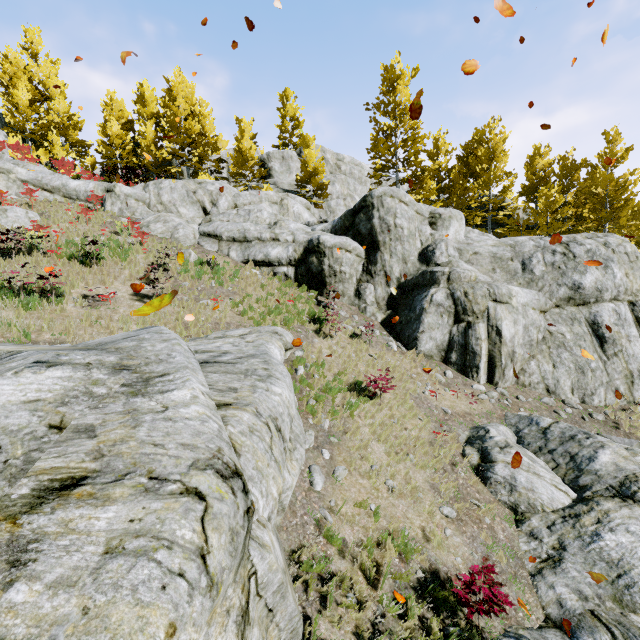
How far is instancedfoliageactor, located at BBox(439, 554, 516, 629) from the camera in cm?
513

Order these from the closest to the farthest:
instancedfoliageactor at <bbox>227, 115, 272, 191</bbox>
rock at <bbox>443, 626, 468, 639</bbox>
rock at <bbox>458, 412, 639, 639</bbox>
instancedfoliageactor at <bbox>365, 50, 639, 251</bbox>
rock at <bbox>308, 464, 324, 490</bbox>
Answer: rock at <bbox>443, 626, 468, 639</bbox> < rock at <bbox>458, 412, 639, 639</bbox> < rock at <bbox>308, 464, 324, 490</bbox> < instancedfoliageactor at <bbox>365, 50, 639, 251</bbox> < instancedfoliageactor at <bbox>227, 115, 272, 191</bbox>

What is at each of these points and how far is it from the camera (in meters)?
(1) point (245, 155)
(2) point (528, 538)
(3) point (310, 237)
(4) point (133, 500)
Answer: (1) instancedfoliageactor, 27.20
(2) rock, 7.47
(3) rock, 17.30
(4) rock, 1.98

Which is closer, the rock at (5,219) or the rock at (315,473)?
the rock at (315,473)

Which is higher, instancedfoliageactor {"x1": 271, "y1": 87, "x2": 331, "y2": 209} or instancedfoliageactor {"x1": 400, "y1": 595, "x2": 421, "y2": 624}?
instancedfoliageactor {"x1": 271, "y1": 87, "x2": 331, "y2": 209}

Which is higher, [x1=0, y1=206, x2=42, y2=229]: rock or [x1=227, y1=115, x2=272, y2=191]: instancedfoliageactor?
[x1=227, y1=115, x2=272, y2=191]: instancedfoliageactor

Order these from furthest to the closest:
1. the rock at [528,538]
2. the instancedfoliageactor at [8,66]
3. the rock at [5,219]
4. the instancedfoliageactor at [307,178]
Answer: the instancedfoliageactor at [307,178]
the instancedfoliageactor at [8,66]
the rock at [5,219]
the rock at [528,538]

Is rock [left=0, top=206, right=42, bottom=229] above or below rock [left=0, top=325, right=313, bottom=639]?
above
